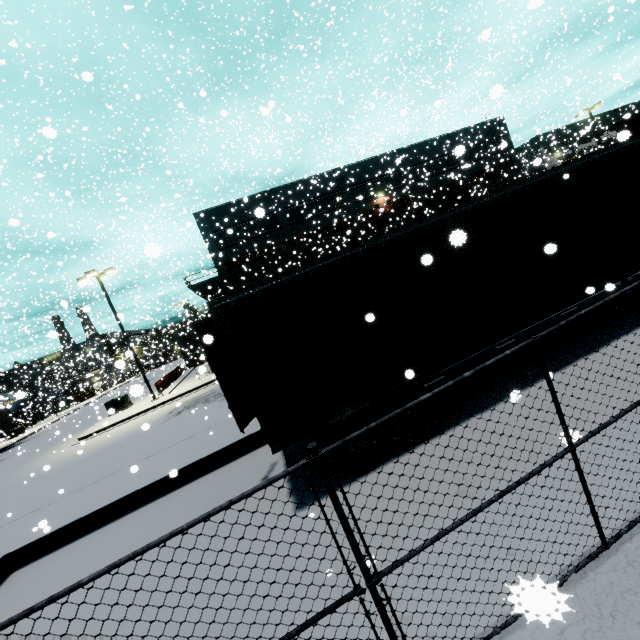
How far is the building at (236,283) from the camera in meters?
33.3 m

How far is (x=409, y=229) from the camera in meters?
6.1

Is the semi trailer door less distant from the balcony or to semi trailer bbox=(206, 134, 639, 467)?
semi trailer bbox=(206, 134, 639, 467)

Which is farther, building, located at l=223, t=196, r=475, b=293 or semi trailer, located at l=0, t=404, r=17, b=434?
building, located at l=223, t=196, r=475, b=293

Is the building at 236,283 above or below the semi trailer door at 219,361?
above

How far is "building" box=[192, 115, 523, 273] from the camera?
32.9 meters

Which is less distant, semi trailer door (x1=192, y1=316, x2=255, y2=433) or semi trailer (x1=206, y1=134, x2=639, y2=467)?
semi trailer (x1=206, y1=134, x2=639, y2=467)

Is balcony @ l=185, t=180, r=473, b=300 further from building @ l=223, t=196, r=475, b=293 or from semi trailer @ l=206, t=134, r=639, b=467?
semi trailer @ l=206, t=134, r=639, b=467
